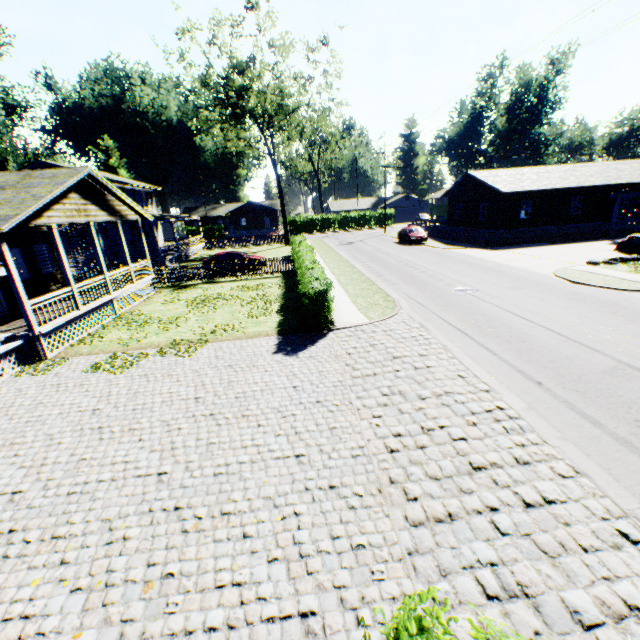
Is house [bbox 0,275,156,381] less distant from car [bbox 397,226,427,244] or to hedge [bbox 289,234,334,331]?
hedge [bbox 289,234,334,331]

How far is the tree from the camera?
29.50m

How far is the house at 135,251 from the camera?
31.9 meters

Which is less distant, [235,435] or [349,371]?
[235,435]

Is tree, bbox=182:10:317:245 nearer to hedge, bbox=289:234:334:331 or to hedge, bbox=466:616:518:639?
hedge, bbox=289:234:334:331

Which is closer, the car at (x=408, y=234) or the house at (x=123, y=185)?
the house at (x=123, y=185)

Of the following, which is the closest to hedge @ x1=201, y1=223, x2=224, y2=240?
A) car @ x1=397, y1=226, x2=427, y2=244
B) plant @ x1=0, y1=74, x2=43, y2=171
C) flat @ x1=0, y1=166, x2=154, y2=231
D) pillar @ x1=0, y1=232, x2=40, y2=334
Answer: plant @ x1=0, y1=74, x2=43, y2=171

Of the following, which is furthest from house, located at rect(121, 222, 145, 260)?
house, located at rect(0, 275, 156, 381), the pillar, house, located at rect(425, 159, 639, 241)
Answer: house, located at rect(425, 159, 639, 241)
